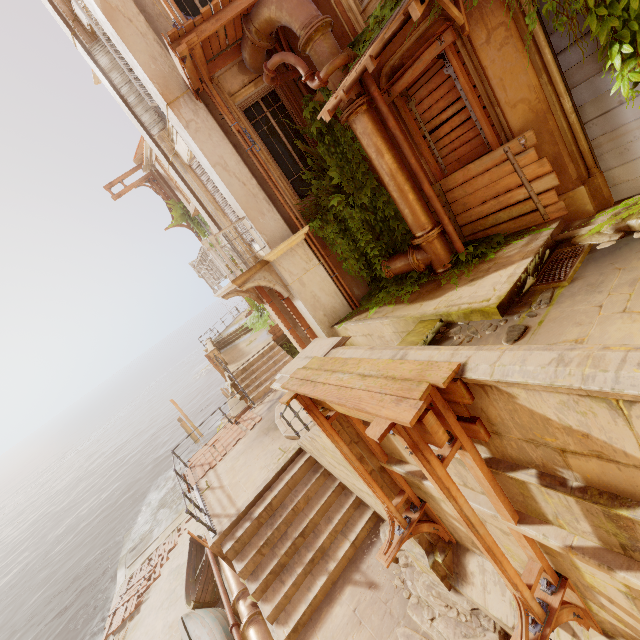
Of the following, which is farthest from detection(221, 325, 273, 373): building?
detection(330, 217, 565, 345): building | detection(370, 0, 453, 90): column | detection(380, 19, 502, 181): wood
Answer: detection(380, 19, 502, 181): wood

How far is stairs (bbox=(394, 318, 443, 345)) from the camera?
5.2m

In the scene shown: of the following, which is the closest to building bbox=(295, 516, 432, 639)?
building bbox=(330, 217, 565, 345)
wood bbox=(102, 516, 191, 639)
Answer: wood bbox=(102, 516, 191, 639)

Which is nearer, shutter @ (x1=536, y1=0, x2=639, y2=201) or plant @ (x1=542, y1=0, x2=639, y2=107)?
plant @ (x1=542, y1=0, x2=639, y2=107)

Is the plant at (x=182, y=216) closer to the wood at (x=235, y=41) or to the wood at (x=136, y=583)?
the wood at (x=235, y=41)

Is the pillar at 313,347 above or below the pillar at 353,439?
above

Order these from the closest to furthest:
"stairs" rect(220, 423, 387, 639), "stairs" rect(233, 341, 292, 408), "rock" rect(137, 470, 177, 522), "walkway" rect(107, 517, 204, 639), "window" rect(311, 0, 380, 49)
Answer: "window" rect(311, 0, 380, 49) < "stairs" rect(220, 423, 387, 639) < "walkway" rect(107, 517, 204, 639) < "stairs" rect(233, 341, 292, 408) < "rock" rect(137, 470, 177, 522)

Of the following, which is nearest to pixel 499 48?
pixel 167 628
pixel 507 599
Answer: pixel 507 599
